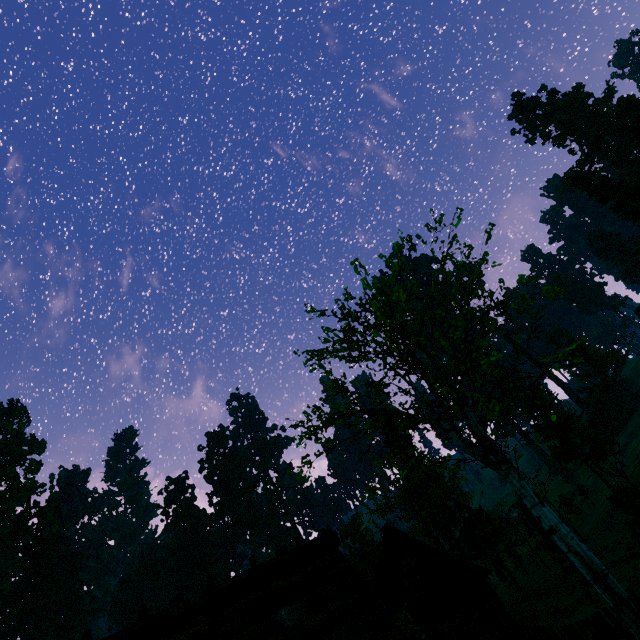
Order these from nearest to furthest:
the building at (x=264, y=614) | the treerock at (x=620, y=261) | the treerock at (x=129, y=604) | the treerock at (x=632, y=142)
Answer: the building at (x=264, y=614) < the treerock at (x=632, y=142) < the treerock at (x=129, y=604) < the treerock at (x=620, y=261)

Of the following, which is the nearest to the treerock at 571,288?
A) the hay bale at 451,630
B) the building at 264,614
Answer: the building at 264,614

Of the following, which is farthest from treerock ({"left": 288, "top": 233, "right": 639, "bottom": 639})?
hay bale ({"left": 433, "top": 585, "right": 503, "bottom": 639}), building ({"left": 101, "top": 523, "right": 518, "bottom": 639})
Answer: hay bale ({"left": 433, "top": 585, "right": 503, "bottom": 639})

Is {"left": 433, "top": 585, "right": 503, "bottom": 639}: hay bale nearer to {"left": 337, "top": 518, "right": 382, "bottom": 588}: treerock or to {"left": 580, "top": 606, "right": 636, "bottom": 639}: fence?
{"left": 580, "top": 606, "right": 636, "bottom": 639}: fence

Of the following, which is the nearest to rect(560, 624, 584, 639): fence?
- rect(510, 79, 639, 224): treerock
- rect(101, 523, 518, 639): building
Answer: rect(510, 79, 639, 224): treerock

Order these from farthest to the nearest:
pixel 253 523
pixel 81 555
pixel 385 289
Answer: pixel 253 523 → pixel 81 555 → pixel 385 289

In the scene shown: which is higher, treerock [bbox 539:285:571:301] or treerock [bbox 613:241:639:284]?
treerock [bbox 613:241:639:284]
